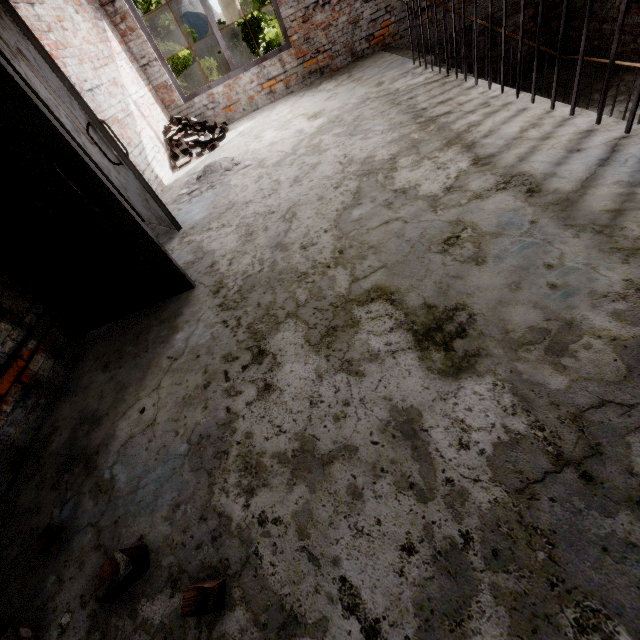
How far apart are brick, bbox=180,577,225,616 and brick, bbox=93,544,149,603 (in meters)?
0.36

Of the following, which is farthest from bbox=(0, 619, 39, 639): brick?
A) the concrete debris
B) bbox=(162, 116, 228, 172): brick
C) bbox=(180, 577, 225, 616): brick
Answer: bbox=(162, 116, 228, 172): brick

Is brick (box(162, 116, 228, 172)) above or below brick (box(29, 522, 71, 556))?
above

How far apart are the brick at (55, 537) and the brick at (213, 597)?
0.93m

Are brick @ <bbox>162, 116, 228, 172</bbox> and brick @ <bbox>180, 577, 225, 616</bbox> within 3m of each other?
no

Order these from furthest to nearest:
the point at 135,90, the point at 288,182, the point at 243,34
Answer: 1. the point at 243,34
2. the point at 135,90
3. the point at 288,182

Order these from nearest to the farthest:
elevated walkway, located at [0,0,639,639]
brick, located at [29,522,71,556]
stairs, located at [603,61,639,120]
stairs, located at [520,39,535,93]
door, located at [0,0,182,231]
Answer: elevated walkway, located at [0,0,639,639], brick, located at [29,522,71,556], door, located at [0,0,182,231], stairs, located at [603,61,639,120], stairs, located at [520,39,535,93]

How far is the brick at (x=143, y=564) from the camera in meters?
1.3
